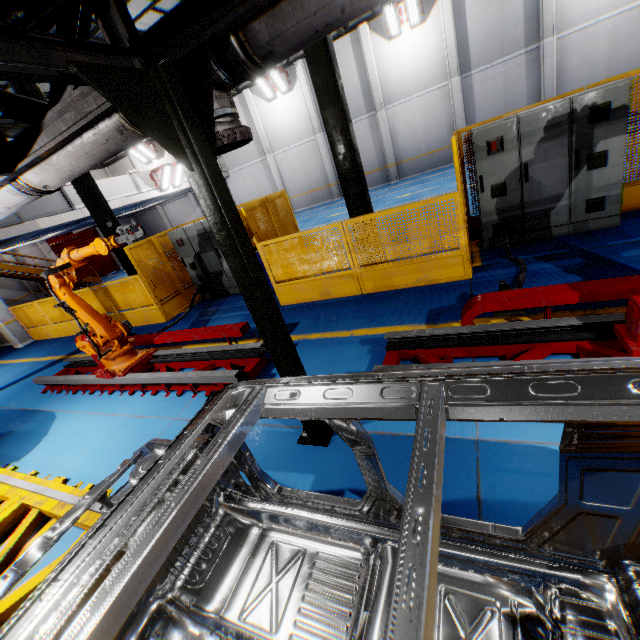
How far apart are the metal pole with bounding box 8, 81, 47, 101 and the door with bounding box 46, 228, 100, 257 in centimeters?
1921cm

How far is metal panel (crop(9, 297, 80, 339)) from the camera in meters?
11.2

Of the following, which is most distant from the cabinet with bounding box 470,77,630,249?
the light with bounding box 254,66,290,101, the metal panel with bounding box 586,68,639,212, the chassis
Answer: the light with bounding box 254,66,290,101

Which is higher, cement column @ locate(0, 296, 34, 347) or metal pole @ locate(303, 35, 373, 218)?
metal pole @ locate(303, 35, 373, 218)

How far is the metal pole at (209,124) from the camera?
1.9m

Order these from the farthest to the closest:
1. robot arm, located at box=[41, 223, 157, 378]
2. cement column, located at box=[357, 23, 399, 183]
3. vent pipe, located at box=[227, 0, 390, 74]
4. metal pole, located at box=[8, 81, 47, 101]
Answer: cement column, located at box=[357, 23, 399, 183] → metal pole, located at box=[8, 81, 47, 101] → robot arm, located at box=[41, 223, 157, 378] → vent pipe, located at box=[227, 0, 390, 74]

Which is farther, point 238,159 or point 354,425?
point 238,159

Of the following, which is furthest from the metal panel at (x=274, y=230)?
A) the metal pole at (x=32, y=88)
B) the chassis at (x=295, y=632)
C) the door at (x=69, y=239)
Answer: the door at (x=69, y=239)
